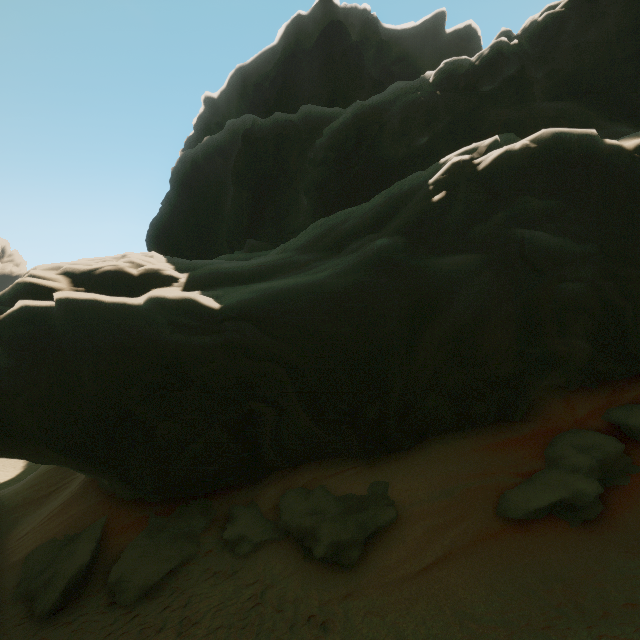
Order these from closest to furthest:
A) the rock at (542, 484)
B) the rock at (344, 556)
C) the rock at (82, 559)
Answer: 1. the rock at (542, 484)
2. the rock at (344, 556)
3. the rock at (82, 559)

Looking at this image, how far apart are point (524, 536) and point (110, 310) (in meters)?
11.92

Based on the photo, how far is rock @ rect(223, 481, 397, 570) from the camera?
8.0m

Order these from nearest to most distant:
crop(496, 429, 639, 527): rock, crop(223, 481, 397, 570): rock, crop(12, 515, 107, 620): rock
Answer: crop(496, 429, 639, 527): rock
crop(223, 481, 397, 570): rock
crop(12, 515, 107, 620): rock

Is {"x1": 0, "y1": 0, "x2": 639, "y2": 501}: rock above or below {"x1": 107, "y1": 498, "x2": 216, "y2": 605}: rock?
above

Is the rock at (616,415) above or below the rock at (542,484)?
above
